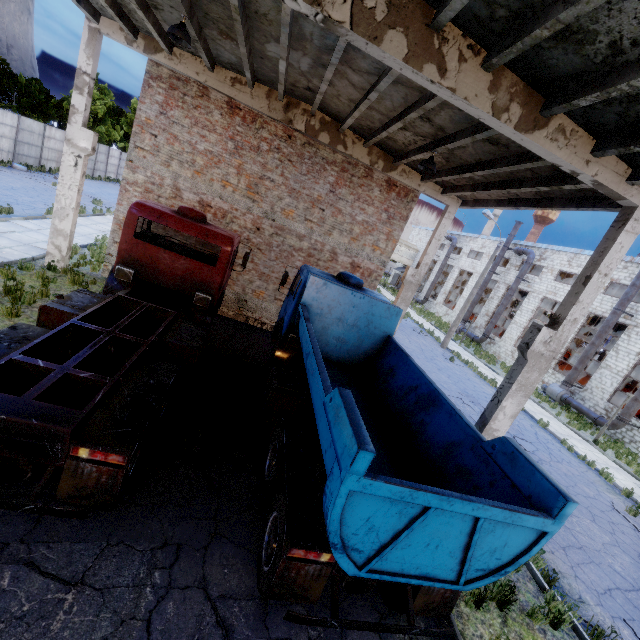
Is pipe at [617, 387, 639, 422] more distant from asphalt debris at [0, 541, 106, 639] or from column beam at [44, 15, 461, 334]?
asphalt debris at [0, 541, 106, 639]

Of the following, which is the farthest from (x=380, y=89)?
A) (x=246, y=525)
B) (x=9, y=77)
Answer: (x=9, y=77)

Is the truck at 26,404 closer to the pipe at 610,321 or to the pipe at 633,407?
the pipe at 633,407

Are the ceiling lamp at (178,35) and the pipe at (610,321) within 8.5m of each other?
no

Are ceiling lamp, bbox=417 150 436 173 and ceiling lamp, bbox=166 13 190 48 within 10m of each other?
yes

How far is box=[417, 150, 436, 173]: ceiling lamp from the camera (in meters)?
8.72

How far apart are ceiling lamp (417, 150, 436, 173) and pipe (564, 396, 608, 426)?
19.78m

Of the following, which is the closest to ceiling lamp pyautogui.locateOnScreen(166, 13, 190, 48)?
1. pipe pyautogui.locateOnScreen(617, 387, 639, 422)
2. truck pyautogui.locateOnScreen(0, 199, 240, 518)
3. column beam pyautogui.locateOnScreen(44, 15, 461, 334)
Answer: column beam pyautogui.locateOnScreen(44, 15, 461, 334)
